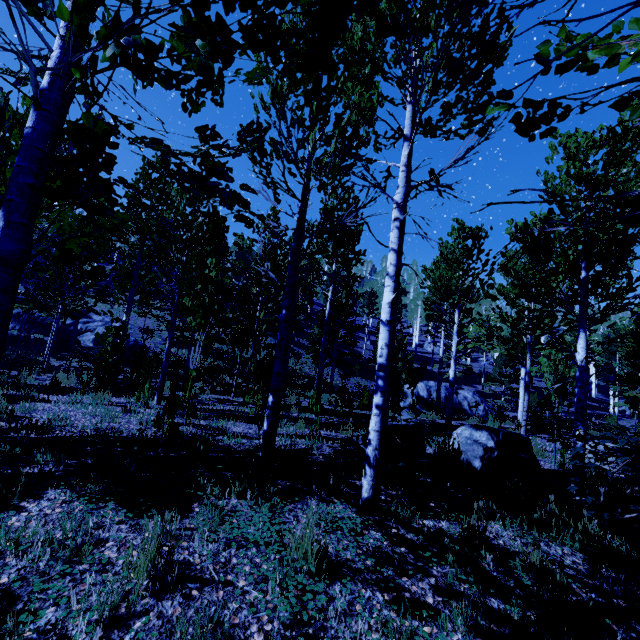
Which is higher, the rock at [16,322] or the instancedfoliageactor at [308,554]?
the rock at [16,322]

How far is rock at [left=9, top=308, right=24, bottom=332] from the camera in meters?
25.3

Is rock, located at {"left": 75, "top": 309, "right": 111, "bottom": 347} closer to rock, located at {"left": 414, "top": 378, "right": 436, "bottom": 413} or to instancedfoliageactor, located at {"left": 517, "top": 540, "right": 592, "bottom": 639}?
instancedfoliageactor, located at {"left": 517, "top": 540, "right": 592, "bottom": 639}

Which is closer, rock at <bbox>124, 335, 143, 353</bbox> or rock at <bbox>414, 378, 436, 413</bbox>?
rock at <bbox>414, 378, 436, 413</bbox>

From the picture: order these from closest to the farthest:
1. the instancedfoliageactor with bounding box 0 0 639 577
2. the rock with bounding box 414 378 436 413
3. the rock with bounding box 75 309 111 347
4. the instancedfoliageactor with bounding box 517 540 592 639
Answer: the instancedfoliageactor with bounding box 0 0 639 577 → the instancedfoliageactor with bounding box 517 540 592 639 → the rock with bounding box 414 378 436 413 → the rock with bounding box 75 309 111 347

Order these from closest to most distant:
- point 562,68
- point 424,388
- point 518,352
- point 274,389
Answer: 1. point 562,68
2. point 274,389
3. point 424,388
4. point 518,352

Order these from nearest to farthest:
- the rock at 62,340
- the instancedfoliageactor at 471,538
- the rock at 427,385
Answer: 1. the instancedfoliageactor at 471,538
2. the rock at 427,385
3. the rock at 62,340
